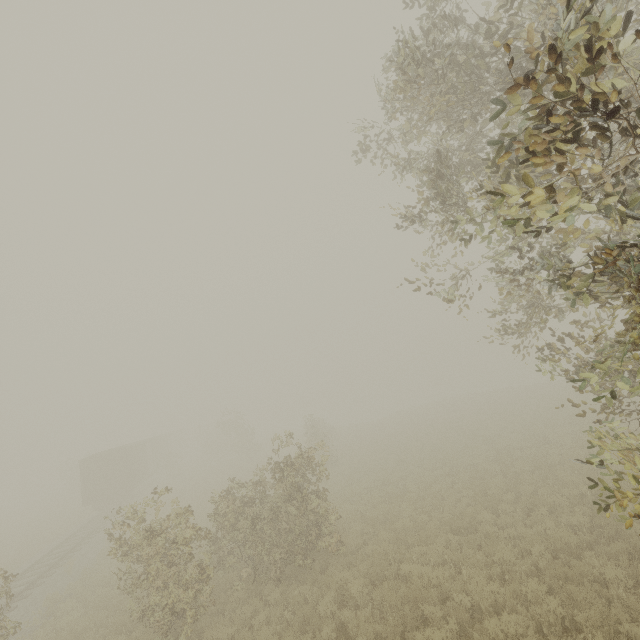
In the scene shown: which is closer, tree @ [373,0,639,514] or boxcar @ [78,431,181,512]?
tree @ [373,0,639,514]

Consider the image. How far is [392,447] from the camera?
26.5m

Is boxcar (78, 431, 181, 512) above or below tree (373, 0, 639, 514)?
below

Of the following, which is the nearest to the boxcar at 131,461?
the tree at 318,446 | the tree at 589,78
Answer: the tree at 589,78

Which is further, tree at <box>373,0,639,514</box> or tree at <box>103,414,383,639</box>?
tree at <box>103,414,383,639</box>

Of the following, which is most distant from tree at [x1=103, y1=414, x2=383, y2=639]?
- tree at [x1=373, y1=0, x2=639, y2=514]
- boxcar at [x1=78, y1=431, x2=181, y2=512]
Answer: boxcar at [x1=78, y1=431, x2=181, y2=512]

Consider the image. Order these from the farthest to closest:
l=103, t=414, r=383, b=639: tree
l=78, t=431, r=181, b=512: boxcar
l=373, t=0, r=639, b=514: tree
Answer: l=78, t=431, r=181, b=512: boxcar
l=103, t=414, r=383, b=639: tree
l=373, t=0, r=639, b=514: tree

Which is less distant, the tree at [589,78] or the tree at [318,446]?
the tree at [589,78]
